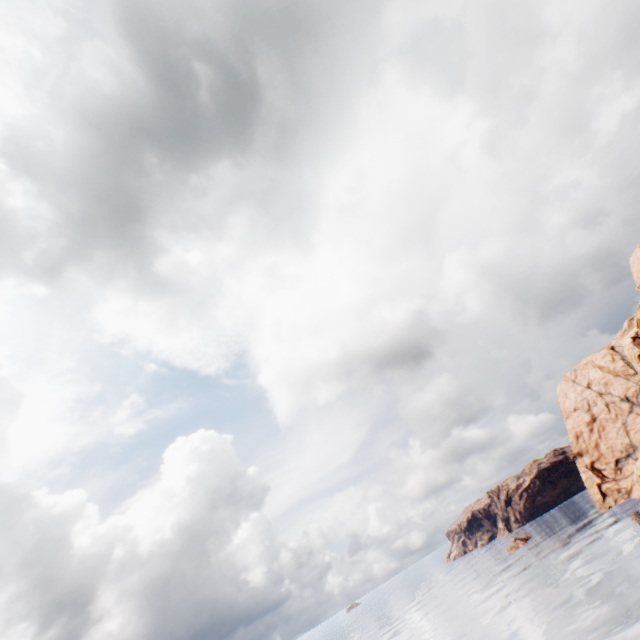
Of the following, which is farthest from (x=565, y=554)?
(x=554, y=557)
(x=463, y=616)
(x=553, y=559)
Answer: (x=463, y=616)
